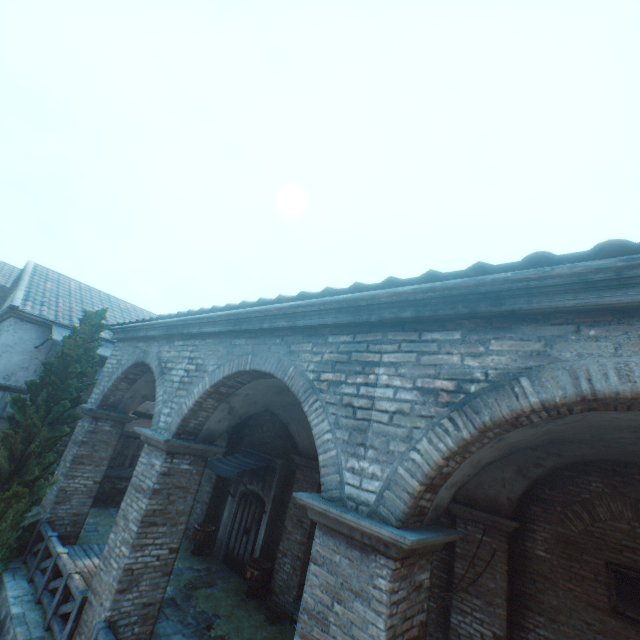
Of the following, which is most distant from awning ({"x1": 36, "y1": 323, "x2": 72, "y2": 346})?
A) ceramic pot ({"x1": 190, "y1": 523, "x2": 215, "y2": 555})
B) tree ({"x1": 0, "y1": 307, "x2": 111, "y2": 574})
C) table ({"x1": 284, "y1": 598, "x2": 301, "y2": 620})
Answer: table ({"x1": 284, "y1": 598, "x2": 301, "y2": 620})

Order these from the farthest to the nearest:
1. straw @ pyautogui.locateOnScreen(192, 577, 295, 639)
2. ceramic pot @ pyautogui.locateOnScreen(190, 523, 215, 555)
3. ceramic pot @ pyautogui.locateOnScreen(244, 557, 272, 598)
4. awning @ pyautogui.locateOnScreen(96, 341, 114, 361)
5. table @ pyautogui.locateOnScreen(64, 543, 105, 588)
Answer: awning @ pyautogui.locateOnScreen(96, 341, 114, 361) → ceramic pot @ pyautogui.locateOnScreen(190, 523, 215, 555) → ceramic pot @ pyautogui.locateOnScreen(244, 557, 272, 598) → straw @ pyautogui.locateOnScreen(192, 577, 295, 639) → table @ pyautogui.locateOnScreen(64, 543, 105, 588)

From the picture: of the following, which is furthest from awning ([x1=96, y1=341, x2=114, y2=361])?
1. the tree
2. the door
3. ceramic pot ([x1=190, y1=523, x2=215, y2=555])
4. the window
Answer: the window

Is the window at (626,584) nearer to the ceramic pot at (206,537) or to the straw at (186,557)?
the straw at (186,557)

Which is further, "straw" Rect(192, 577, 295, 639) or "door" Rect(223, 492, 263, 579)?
"door" Rect(223, 492, 263, 579)

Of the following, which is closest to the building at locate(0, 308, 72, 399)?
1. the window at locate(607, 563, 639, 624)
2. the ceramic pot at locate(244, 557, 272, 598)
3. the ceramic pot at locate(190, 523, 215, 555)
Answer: the ceramic pot at locate(190, 523, 215, 555)

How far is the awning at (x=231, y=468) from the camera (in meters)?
10.16

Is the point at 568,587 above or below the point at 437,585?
above
